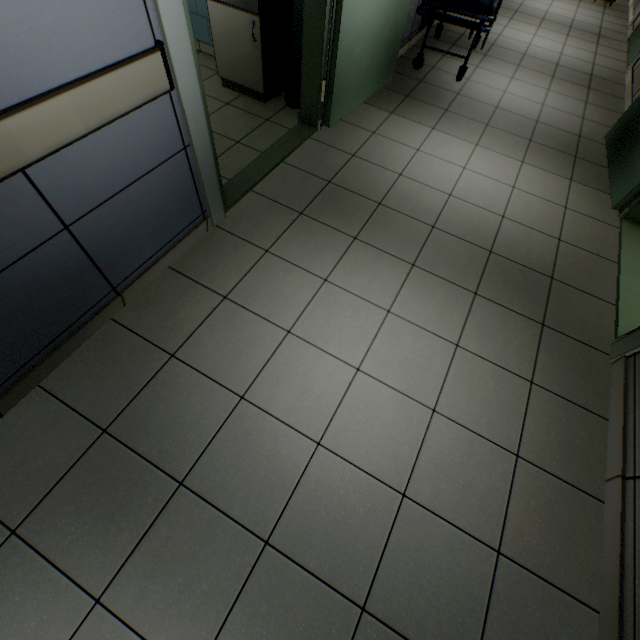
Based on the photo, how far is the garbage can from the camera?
3.2m

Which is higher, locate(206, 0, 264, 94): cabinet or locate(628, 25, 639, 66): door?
locate(206, 0, 264, 94): cabinet

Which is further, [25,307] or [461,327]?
[461,327]

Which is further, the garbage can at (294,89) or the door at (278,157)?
the garbage can at (294,89)

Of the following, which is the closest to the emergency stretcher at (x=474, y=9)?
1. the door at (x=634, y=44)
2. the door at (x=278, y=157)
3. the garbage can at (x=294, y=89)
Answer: the door at (x=278, y=157)

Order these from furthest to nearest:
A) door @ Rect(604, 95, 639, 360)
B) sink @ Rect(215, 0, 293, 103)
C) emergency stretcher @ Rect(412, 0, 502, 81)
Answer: emergency stretcher @ Rect(412, 0, 502, 81)
sink @ Rect(215, 0, 293, 103)
door @ Rect(604, 95, 639, 360)

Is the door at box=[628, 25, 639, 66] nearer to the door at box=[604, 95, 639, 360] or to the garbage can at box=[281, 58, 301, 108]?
the door at box=[604, 95, 639, 360]

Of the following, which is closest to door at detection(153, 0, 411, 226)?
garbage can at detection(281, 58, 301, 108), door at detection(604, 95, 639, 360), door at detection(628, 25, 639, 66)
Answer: garbage can at detection(281, 58, 301, 108)
